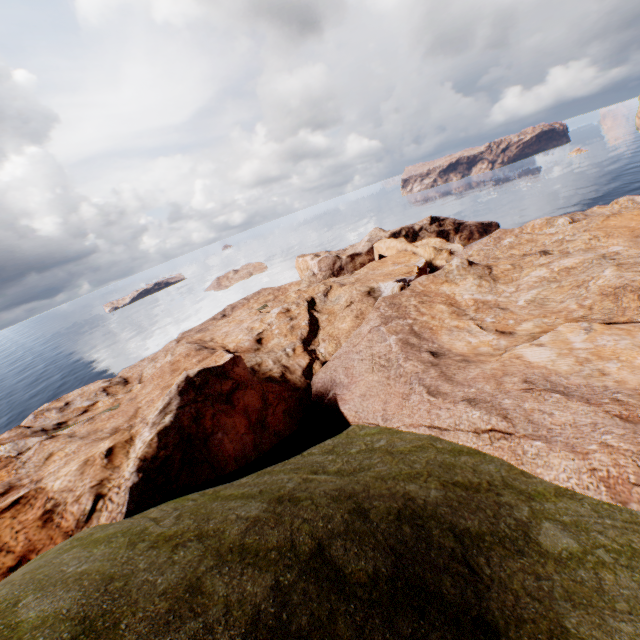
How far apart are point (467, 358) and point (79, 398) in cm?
4277
